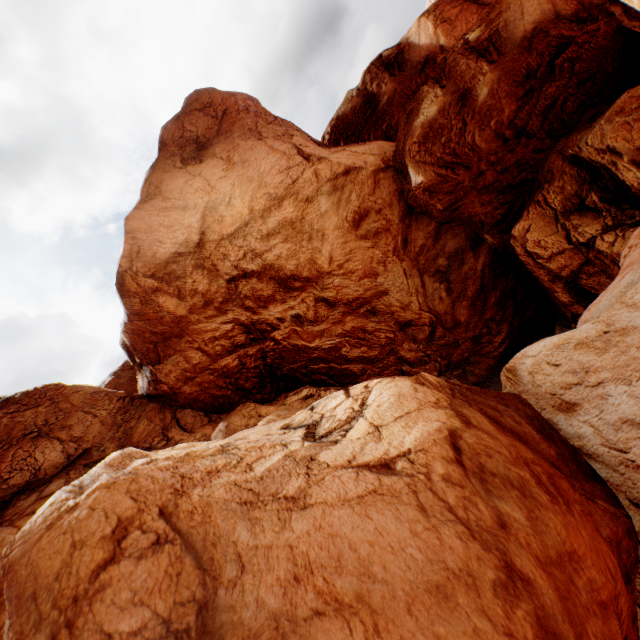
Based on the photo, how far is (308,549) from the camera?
→ 4.2m
